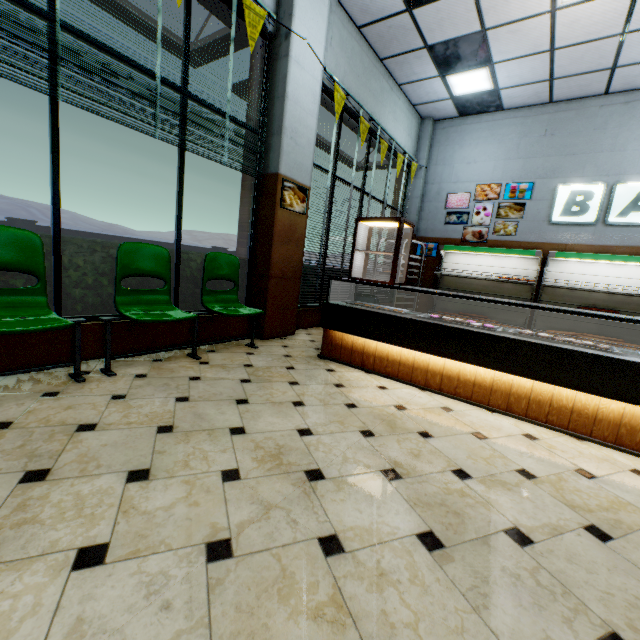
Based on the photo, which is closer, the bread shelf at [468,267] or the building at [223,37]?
the building at [223,37]

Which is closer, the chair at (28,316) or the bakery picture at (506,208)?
the chair at (28,316)

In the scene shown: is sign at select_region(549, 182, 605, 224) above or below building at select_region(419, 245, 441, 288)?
above

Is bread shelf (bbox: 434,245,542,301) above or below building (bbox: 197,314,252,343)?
above

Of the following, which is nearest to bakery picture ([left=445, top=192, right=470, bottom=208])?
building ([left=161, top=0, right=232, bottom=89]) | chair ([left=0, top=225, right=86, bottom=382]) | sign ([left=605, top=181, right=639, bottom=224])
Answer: building ([left=161, top=0, right=232, bottom=89])

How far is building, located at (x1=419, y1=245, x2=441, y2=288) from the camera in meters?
8.2 m

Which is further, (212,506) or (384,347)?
(384,347)

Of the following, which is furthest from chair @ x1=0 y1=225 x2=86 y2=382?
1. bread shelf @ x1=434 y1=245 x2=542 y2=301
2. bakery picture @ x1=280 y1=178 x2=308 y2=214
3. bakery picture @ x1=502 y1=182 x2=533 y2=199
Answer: bakery picture @ x1=502 y1=182 x2=533 y2=199
